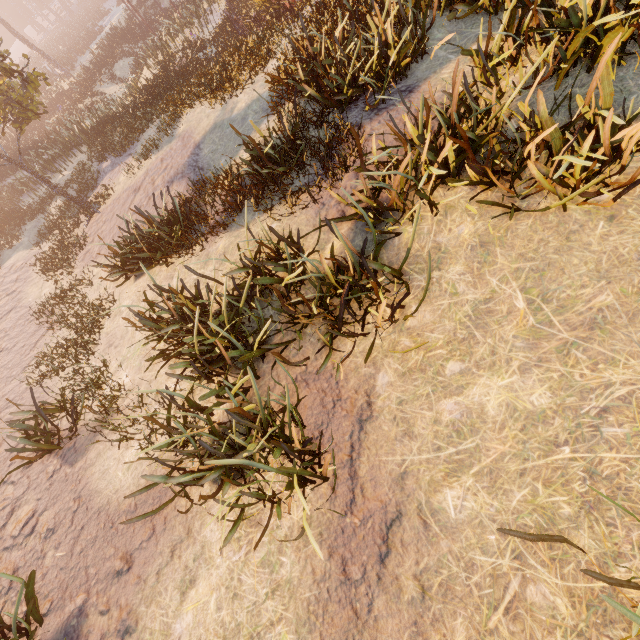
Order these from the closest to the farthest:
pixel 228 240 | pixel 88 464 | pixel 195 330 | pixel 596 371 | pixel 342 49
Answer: pixel 596 371, pixel 195 330, pixel 88 464, pixel 342 49, pixel 228 240
